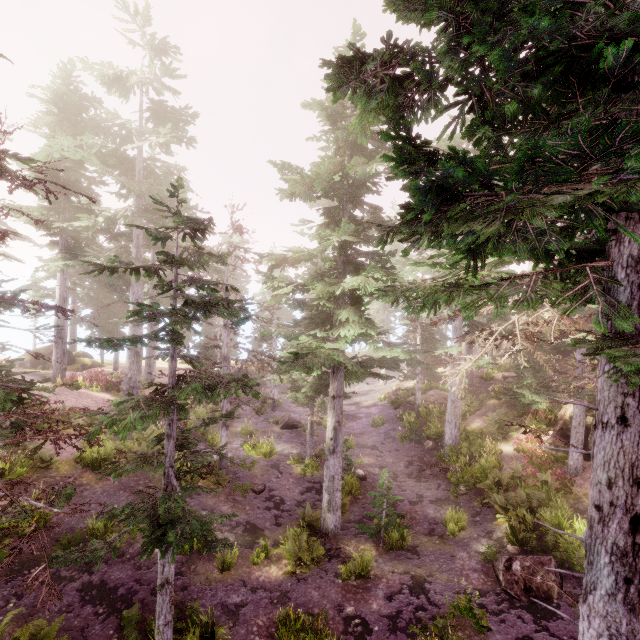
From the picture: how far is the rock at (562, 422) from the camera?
16.78m

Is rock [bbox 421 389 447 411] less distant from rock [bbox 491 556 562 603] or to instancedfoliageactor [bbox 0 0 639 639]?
instancedfoliageactor [bbox 0 0 639 639]

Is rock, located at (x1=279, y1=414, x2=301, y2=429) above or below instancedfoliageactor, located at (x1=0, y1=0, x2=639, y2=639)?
below

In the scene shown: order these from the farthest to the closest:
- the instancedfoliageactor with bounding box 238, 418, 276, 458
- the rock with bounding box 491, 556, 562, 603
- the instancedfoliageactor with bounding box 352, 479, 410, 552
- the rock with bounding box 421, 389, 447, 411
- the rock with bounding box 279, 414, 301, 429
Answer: the rock with bounding box 421, 389, 447, 411, the rock with bounding box 279, 414, 301, 429, the instancedfoliageactor with bounding box 238, 418, 276, 458, the instancedfoliageactor with bounding box 352, 479, 410, 552, the rock with bounding box 491, 556, 562, 603

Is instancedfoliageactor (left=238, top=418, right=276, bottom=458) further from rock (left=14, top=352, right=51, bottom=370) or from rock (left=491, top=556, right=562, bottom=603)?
rock (left=14, top=352, right=51, bottom=370)

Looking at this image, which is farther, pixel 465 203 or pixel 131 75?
pixel 131 75

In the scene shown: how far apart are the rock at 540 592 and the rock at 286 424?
15.5m

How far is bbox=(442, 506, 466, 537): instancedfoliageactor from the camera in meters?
13.6 m
